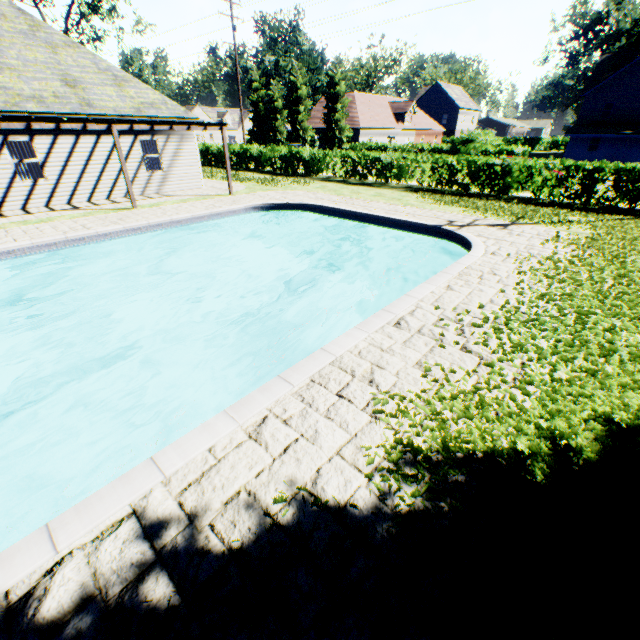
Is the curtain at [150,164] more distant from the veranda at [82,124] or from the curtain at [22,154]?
the curtain at [22,154]

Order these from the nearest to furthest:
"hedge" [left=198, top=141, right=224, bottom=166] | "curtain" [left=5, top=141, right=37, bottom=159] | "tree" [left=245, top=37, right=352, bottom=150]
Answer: "curtain" [left=5, top=141, right=37, bottom=159] < "hedge" [left=198, top=141, right=224, bottom=166] < "tree" [left=245, top=37, right=352, bottom=150]

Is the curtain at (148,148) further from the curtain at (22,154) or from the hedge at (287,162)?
the hedge at (287,162)

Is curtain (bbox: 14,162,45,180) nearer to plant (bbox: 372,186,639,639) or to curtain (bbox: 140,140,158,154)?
curtain (bbox: 140,140,158,154)

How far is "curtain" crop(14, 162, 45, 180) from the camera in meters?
13.1 m

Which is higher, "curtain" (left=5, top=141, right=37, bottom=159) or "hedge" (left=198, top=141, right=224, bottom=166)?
"curtain" (left=5, top=141, right=37, bottom=159)

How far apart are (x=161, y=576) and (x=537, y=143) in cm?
7683

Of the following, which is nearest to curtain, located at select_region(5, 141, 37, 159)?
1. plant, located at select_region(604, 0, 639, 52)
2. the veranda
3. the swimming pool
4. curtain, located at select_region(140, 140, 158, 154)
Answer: the veranda
